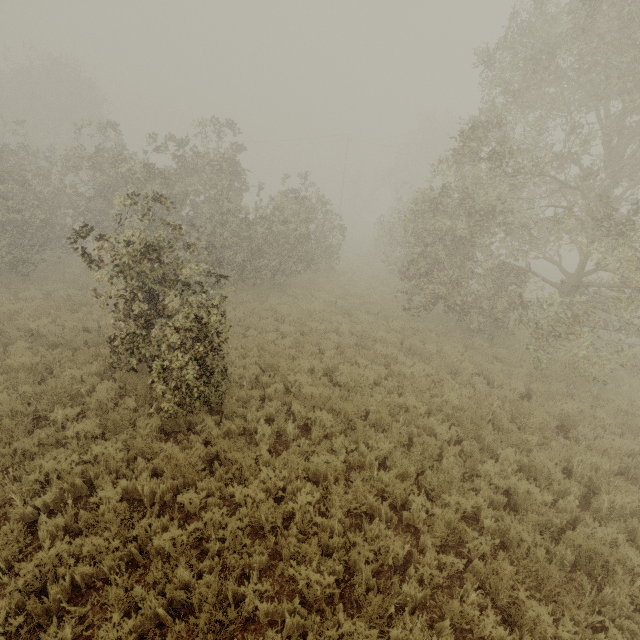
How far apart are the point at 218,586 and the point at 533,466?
6.1m
